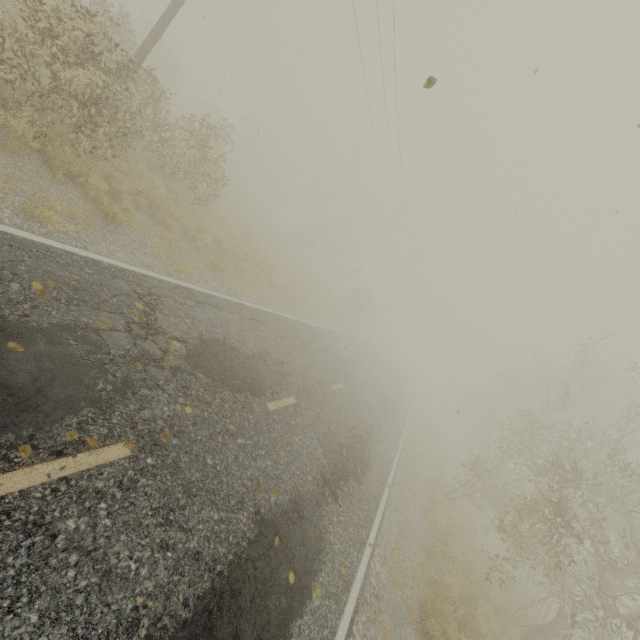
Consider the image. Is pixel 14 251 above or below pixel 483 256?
below

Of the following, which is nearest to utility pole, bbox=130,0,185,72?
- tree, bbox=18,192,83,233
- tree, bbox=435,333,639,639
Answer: tree, bbox=18,192,83,233

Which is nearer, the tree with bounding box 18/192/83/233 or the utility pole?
the tree with bounding box 18/192/83/233

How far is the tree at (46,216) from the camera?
5.3 meters

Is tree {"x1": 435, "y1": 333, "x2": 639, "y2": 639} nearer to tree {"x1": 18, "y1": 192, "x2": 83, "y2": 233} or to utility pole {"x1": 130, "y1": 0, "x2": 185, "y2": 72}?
tree {"x1": 18, "y1": 192, "x2": 83, "y2": 233}

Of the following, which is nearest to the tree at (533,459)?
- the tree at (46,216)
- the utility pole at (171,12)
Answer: the tree at (46,216)
